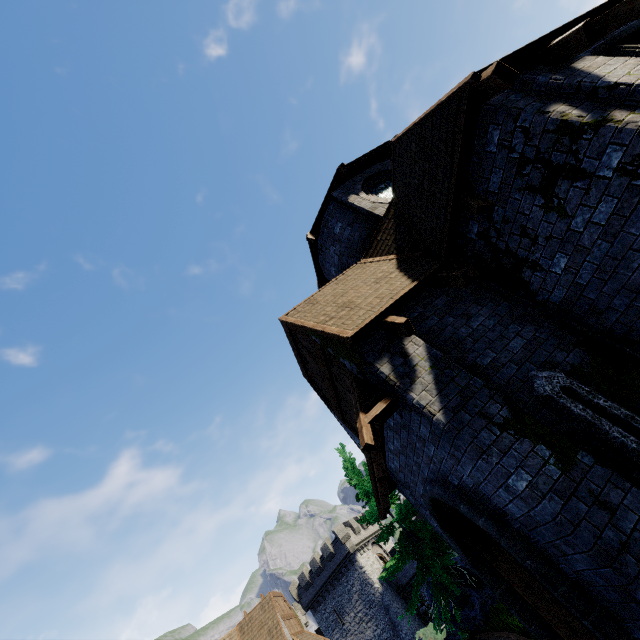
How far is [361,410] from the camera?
5.2m

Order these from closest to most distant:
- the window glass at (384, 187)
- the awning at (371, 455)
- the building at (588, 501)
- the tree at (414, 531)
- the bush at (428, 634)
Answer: the building at (588, 501), the awning at (371, 455), the window glass at (384, 187), the tree at (414, 531), the bush at (428, 634)

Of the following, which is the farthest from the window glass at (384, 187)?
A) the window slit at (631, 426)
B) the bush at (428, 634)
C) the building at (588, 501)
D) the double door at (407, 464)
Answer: the bush at (428, 634)

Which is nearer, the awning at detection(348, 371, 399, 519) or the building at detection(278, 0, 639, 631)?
the building at detection(278, 0, 639, 631)

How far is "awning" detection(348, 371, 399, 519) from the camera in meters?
5.0 m

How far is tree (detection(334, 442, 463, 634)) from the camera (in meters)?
13.74

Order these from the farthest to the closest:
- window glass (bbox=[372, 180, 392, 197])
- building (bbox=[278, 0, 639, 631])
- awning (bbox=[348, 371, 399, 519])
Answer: window glass (bbox=[372, 180, 392, 197]) < awning (bbox=[348, 371, 399, 519]) < building (bbox=[278, 0, 639, 631])

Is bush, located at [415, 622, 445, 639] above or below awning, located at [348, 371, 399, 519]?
below
